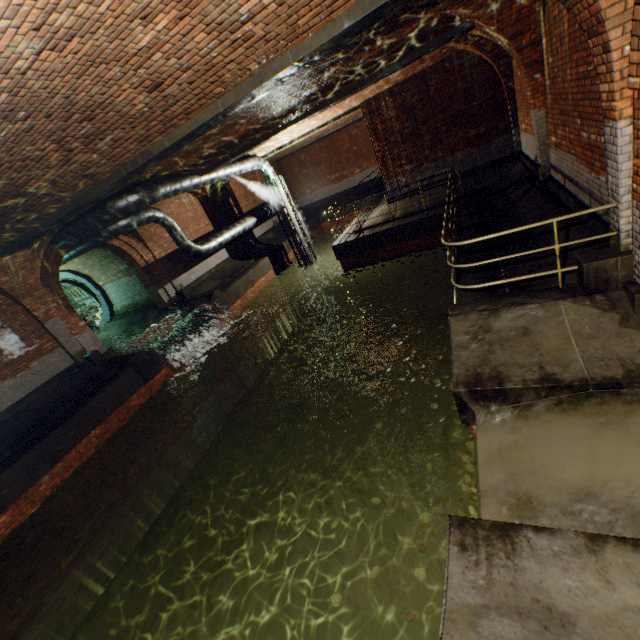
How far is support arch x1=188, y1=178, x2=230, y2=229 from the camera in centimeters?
1631cm

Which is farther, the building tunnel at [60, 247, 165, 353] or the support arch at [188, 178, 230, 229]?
the support arch at [188, 178, 230, 229]

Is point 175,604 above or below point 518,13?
below

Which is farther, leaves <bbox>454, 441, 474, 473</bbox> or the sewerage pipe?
the sewerage pipe

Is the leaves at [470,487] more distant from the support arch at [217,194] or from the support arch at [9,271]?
the support arch at [217,194]

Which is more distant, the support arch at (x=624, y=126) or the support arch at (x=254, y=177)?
the support arch at (x=254, y=177)

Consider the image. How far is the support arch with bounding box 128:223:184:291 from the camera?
13.3 meters

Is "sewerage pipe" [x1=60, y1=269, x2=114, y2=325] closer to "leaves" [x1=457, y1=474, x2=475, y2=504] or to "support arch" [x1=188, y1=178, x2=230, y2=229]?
"support arch" [x1=188, y1=178, x2=230, y2=229]
